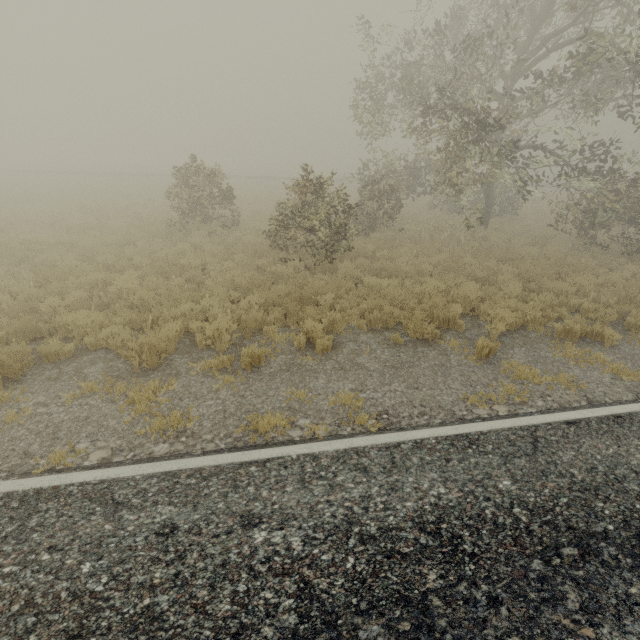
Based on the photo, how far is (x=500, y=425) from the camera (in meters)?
4.68
